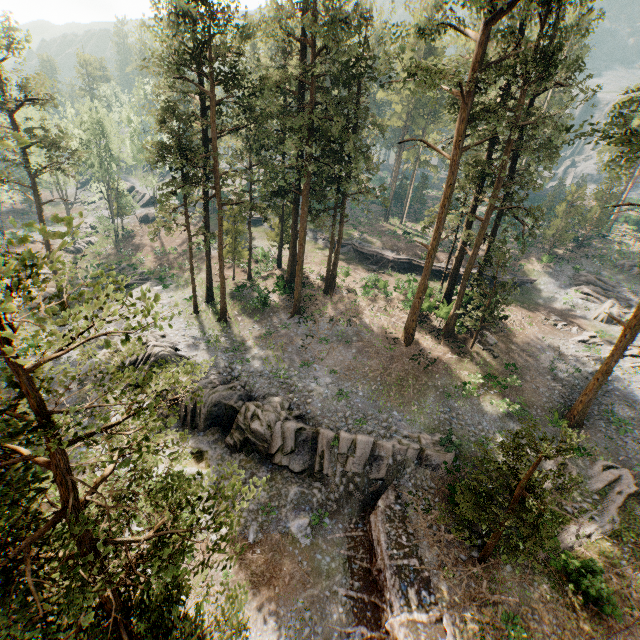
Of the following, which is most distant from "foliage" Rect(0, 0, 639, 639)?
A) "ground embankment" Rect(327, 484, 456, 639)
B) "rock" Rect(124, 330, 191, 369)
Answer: "rock" Rect(124, 330, 191, 369)

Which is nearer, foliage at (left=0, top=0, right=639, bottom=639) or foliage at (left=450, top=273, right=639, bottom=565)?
foliage at (left=0, top=0, right=639, bottom=639)

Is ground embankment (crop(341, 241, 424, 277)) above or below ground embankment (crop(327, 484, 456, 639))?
above

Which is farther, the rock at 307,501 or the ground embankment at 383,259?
the ground embankment at 383,259

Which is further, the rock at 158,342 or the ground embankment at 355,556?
the rock at 158,342

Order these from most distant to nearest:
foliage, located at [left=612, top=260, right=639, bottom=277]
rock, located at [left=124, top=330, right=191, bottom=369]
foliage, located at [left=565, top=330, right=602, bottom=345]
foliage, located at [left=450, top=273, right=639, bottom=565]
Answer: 1. foliage, located at [left=612, top=260, right=639, bottom=277]
2. foliage, located at [left=565, top=330, right=602, bottom=345]
3. rock, located at [left=124, top=330, right=191, bottom=369]
4. foliage, located at [left=450, top=273, right=639, bottom=565]

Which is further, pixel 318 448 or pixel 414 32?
pixel 318 448

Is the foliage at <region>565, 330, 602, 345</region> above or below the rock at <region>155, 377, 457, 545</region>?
above
